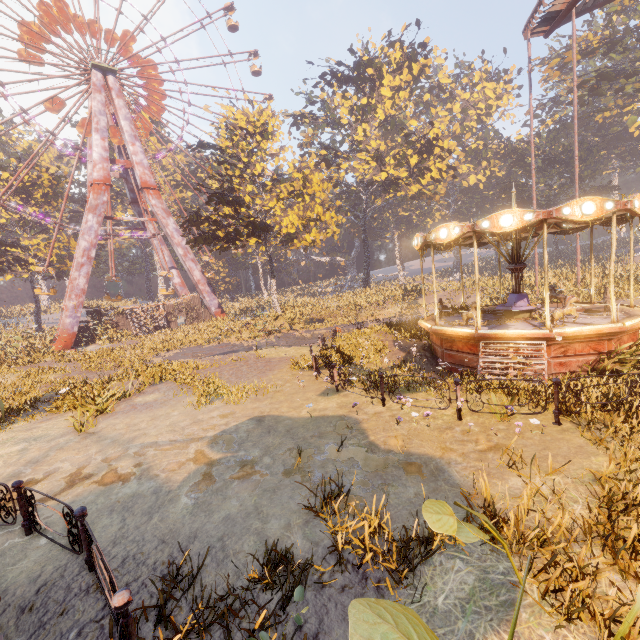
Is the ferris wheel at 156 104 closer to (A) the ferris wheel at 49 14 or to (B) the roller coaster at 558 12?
(A) the ferris wheel at 49 14

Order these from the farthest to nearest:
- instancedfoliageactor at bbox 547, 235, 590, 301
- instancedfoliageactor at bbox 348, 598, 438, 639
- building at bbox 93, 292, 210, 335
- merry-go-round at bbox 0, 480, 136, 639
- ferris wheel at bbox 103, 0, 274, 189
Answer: ferris wheel at bbox 103, 0, 274, 189
building at bbox 93, 292, 210, 335
instancedfoliageactor at bbox 547, 235, 590, 301
merry-go-round at bbox 0, 480, 136, 639
instancedfoliageactor at bbox 348, 598, 438, 639

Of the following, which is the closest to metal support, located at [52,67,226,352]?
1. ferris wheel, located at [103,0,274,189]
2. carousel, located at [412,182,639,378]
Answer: ferris wheel, located at [103,0,274,189]

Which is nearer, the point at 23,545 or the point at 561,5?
the point at 23,545

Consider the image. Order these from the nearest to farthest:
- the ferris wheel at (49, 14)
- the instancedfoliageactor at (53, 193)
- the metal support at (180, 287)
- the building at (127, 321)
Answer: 1. the ferris wheel at (49, 14)
2. the building at (127, 321)
3. the instancedfoliageactor at (53, 193)
4. the metal support at (180, 287)

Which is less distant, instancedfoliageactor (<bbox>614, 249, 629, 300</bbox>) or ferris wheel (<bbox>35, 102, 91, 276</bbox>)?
instancedfoliageactor (<bbox>614, 249, 629, 300</bbox>)

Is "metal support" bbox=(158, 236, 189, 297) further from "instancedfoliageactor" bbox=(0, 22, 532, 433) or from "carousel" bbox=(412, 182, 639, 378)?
"carousel" bbox=(412, 182, 639, 378)

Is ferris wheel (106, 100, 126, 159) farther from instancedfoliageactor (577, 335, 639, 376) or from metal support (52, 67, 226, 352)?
instancedfoliageactor (577, 335, 639, 376)
